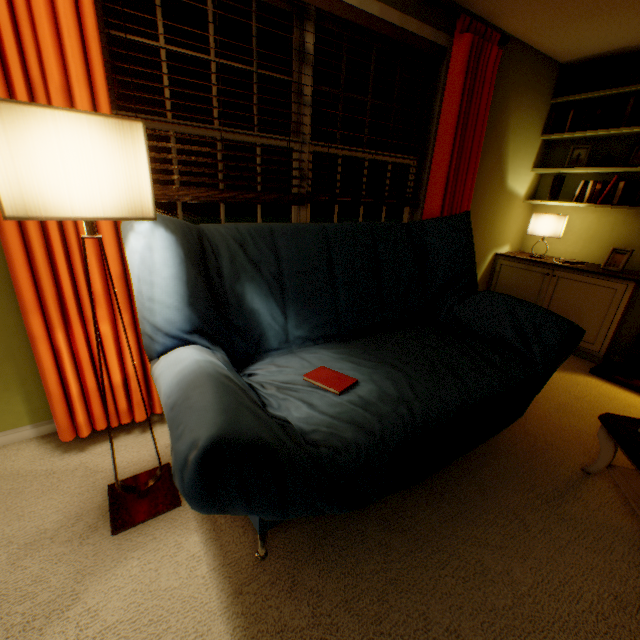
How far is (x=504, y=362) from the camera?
1.6 meters

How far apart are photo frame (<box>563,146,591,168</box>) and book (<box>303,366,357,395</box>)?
3.3m

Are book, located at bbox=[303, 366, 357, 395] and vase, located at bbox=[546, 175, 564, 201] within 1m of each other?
no

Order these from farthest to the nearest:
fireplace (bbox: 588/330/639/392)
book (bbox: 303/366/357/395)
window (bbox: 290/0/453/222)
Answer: fireplace (bbox: 588/330/639/392) < window (bbox: 290/0/453/222) < book (bbox: 303/366/357/395)

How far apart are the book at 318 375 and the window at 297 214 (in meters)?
0.98

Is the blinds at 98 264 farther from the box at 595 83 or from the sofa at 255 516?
the box at 595 83

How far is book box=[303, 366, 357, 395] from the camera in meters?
1.3

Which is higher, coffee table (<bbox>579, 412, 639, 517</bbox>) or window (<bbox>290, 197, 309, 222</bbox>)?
window (<bbox>290, 197, 309, 222</bbox>)
